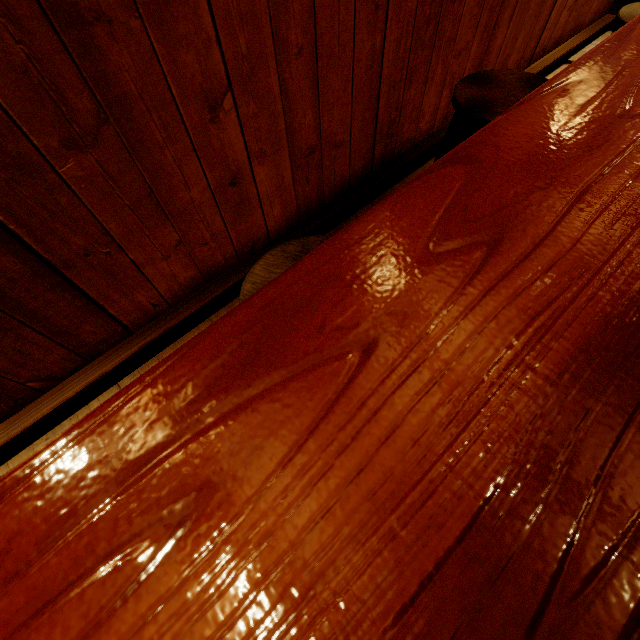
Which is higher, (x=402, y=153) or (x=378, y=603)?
(x=378, y=603)

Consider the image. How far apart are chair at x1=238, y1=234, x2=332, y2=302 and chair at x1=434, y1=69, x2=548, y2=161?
1.7m

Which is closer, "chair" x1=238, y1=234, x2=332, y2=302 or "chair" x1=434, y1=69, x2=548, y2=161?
"chair" x1=238, y1=234, x2=332, y2=302

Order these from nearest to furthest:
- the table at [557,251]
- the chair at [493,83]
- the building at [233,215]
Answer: the table at [557,251], the building at [233,215], the chair at [493,83]

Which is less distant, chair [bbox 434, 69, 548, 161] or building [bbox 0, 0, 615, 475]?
building [bbox 0, 0, 615, 475]

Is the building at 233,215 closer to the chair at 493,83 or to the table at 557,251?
the chair at 493,83

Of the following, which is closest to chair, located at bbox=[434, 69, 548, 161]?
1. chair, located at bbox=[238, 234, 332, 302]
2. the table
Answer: the table

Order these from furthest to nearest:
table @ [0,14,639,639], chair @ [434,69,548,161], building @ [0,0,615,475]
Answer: chair @ [434,69,548,161]
building @ [0,0,615,475]
table @ [0,14,639,639]
